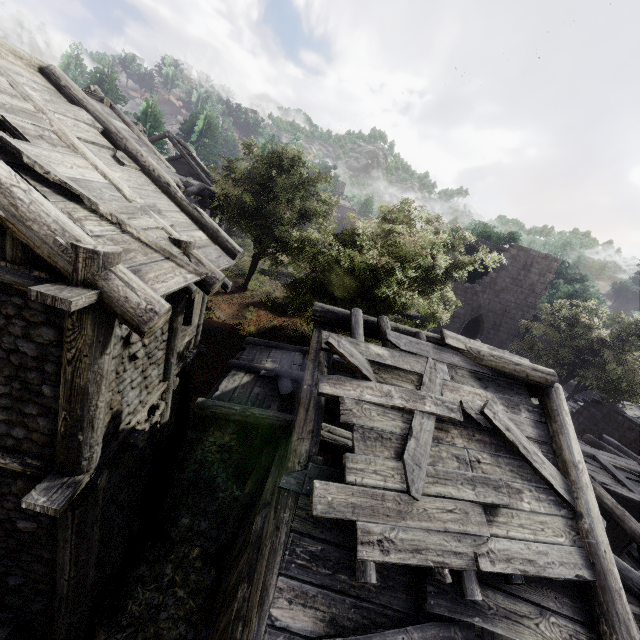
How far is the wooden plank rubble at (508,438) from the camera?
4.0 meters

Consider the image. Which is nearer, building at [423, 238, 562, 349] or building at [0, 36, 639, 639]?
building at [0, 36, 639, 639]

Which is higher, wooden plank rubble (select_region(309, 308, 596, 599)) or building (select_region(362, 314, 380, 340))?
building (select_region(362, 314, 380, 340))

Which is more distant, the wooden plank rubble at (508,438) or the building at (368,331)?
the building at (368,331)

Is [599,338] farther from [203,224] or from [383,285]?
[203,224]

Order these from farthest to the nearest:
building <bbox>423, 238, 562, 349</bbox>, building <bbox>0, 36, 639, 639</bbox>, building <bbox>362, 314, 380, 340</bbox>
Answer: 1. building <bbox>423, 238, 562, 349</bbox>
2. building <bbox>362, 314, 380, 340</bbox>
3. building <bbox>0, 36, 639, 639</bbox>

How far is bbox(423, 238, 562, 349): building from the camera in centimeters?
2409cm

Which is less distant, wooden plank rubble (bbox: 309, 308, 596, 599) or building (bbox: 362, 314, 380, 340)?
wooden plank rubble (bbox: 309, 308, 596, 599)
